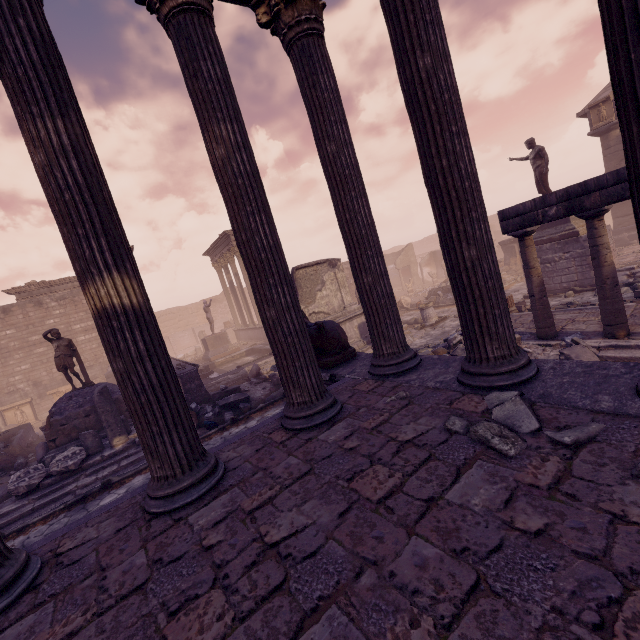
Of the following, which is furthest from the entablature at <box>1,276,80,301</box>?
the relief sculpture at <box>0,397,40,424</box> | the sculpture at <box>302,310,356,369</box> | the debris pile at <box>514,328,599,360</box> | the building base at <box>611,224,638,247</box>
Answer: the building base at <box>611,224,638,247</box>

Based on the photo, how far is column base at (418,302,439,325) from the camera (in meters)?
14.06

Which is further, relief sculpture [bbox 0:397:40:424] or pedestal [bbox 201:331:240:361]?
pedestal [bbox 201:331:240:361]

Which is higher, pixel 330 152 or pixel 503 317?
pixel 330 152

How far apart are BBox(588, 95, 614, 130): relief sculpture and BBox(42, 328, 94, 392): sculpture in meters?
26.0 m

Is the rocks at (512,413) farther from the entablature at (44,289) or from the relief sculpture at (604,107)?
the relief sculpture at (604,107)

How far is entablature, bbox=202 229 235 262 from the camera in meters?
20.8 m

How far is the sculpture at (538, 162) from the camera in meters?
12.1
